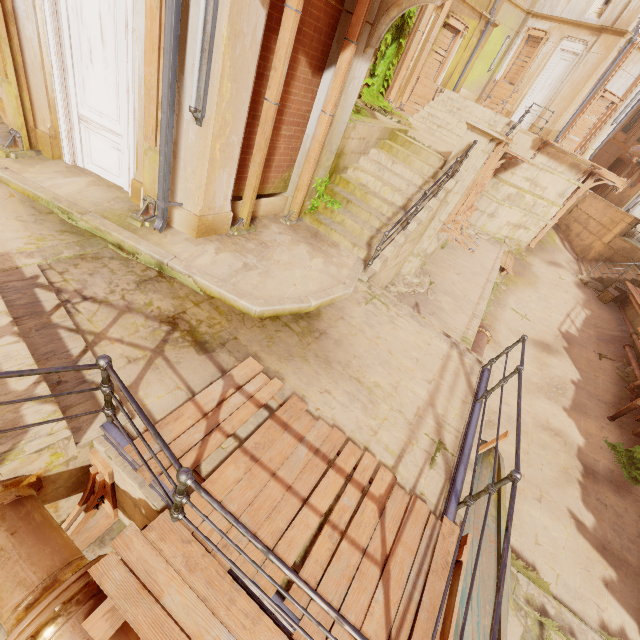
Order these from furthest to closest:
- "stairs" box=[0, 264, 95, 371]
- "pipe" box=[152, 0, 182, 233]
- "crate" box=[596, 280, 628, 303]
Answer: "crate" box=[596, 280, 628, 303]
"pipe" box=[152, 0, 182, 233]
"stairs" box=[0, 264, 95, 371]

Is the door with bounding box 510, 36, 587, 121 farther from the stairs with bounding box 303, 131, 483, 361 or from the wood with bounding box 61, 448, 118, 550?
the wood with bounding box 61, 448, 118, 550

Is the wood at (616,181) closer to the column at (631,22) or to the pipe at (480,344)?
the column at (631,22)

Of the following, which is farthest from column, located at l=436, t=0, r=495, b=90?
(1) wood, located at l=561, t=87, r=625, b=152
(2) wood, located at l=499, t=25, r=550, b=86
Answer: (1) wood, located at l=561, t=87, r=625, b=152

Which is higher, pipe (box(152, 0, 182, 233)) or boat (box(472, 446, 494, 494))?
pipe (box(152, 0, 182, 233))

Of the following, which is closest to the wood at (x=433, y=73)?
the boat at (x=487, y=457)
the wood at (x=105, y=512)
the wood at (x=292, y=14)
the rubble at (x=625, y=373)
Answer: the wood at (x=292, y=14)

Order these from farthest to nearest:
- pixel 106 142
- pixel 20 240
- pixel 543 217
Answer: pixel 543 217 < pixel 106 142 < pixel 20 240

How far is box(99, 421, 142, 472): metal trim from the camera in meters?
2.9
